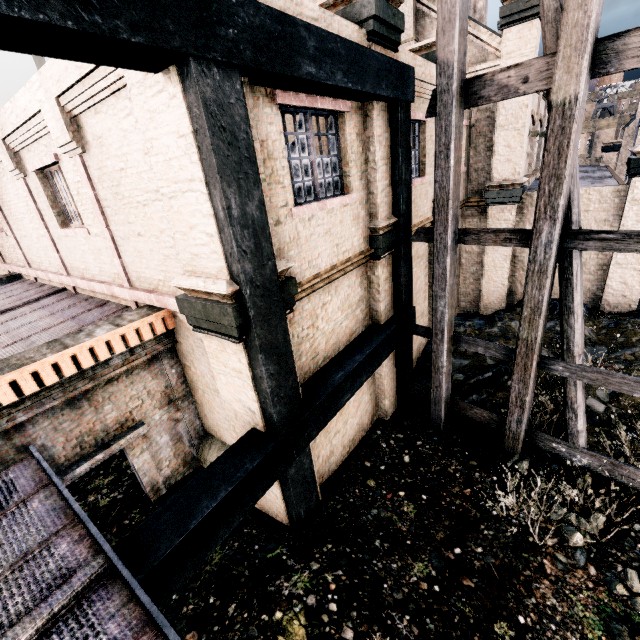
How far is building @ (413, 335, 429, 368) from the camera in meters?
12.6

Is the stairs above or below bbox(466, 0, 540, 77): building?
below

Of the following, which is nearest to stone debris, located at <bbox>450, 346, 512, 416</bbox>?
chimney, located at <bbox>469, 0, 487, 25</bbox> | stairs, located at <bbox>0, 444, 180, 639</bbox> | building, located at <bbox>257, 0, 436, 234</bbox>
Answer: building, located at <bbox>257, 0, 436, 234</bbox>

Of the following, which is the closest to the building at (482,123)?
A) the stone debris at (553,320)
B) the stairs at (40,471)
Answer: the stone debris at (553,320)

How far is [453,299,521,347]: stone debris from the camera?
12.4m

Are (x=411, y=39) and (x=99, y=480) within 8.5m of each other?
no

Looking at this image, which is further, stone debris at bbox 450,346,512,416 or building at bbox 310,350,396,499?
stone debris at bbox 450,346,512,416
